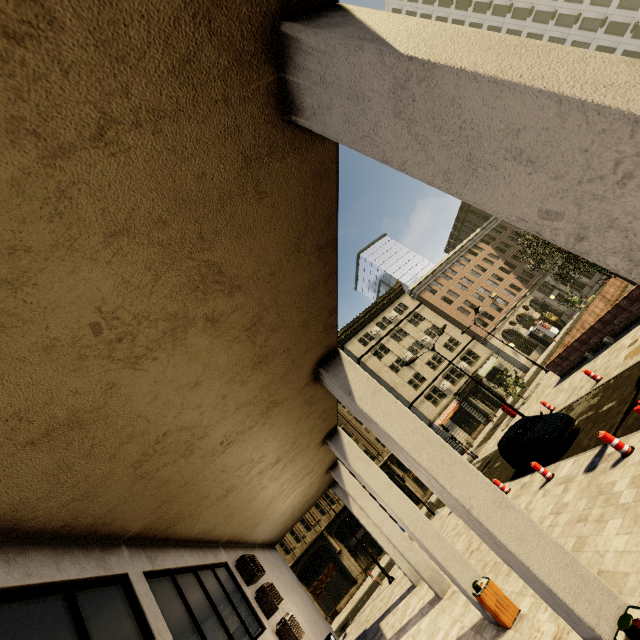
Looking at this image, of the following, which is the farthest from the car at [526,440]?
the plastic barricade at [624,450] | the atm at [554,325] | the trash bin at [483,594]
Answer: the atm at [554,325]

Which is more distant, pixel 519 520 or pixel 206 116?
pixel 519 520

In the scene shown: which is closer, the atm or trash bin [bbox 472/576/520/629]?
trash bin [bbox 472/576/520/629]

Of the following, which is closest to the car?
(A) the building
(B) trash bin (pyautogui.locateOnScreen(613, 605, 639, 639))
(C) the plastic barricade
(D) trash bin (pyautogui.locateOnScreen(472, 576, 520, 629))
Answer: (C) the plastic barricade

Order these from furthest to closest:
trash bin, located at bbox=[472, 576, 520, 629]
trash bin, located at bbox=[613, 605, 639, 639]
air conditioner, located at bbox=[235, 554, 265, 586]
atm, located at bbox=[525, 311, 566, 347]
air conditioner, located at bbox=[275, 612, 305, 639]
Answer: atm, located at bbox=[525, 311, 566, 347] → air conditioner, located at bbox=[235, 554, 265, 586] → air conditioner, located at bbox=[275, 612, 305, 639] → trash bin, located at bbox=[472, 576, 520, 629] → trash bin, located at bbox=[613, 605, 639, 639]

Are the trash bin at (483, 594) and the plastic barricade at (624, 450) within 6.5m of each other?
yes

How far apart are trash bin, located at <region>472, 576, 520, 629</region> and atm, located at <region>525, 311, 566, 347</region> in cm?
4630

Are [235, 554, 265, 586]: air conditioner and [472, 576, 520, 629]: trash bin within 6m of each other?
yes
